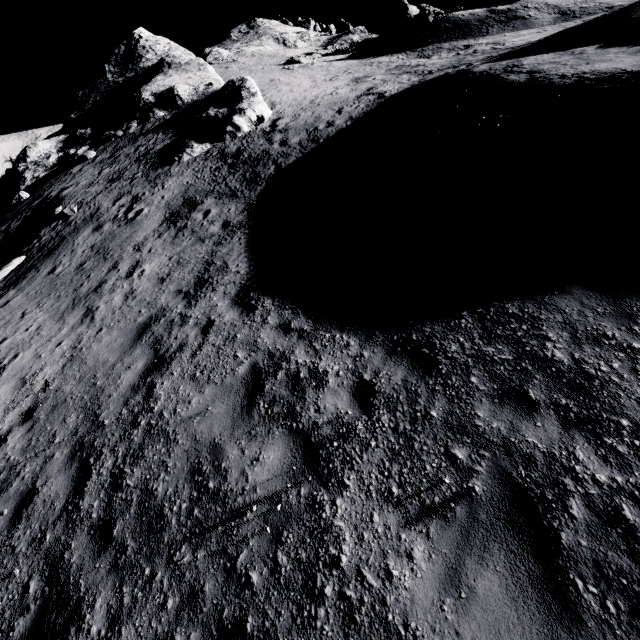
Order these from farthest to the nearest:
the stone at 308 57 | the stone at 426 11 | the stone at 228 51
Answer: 1. the stone at 426 11
2. the stone at 308 57
3. the stone at 228 51

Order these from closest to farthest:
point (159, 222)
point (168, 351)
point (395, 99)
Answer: point (168, 351)
point (159, 222)
point (395, 99)

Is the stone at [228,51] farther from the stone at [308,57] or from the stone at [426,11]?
the stone at [426,11]

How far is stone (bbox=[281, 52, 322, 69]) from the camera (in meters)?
33.53

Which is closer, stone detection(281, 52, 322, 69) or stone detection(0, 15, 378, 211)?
stone detection(0, 15, 378, 211)

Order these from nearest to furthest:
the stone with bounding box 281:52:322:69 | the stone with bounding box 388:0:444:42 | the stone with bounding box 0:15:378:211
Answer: the stone with bounding box 0:15:378:211 → the stone with bounding box 281:52:322:69 → the stone with bounding box 388:0:444:42

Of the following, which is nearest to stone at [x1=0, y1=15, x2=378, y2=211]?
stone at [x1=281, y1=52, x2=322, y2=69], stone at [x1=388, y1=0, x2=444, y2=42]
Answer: stone at [x1=281, y1=52, x2=322, y2=69]
